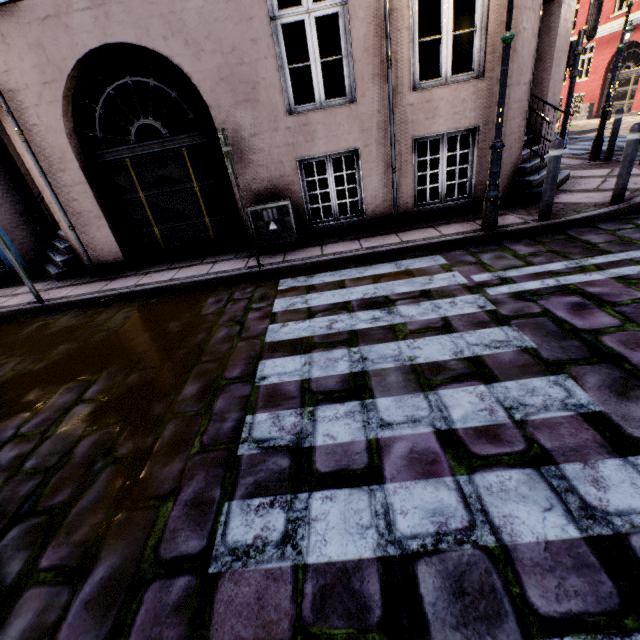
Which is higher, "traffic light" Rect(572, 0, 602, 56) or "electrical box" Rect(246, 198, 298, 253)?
"traffic light" Rect(572, 0, 602, 56)

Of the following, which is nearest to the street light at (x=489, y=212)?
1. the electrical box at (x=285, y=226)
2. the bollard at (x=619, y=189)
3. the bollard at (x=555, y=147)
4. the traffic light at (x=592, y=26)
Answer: the bollard at (x=555, y=147)

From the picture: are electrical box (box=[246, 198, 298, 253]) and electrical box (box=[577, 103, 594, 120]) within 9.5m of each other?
no

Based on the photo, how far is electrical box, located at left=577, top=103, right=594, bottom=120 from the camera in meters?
19.0

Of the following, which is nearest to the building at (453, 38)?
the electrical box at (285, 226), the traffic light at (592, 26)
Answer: the electrical box at (285, 226)

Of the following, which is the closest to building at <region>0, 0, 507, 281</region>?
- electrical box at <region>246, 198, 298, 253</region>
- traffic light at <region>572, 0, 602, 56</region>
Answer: electrical box at <region>246, 198, 298, 253</region>

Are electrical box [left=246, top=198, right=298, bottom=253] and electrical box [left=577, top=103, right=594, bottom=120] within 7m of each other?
no

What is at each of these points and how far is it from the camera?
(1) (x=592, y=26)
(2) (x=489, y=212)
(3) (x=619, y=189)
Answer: (1) traffic light, 8.33m
(2) street light, 4.78m
(3) bollard, 5.02m
